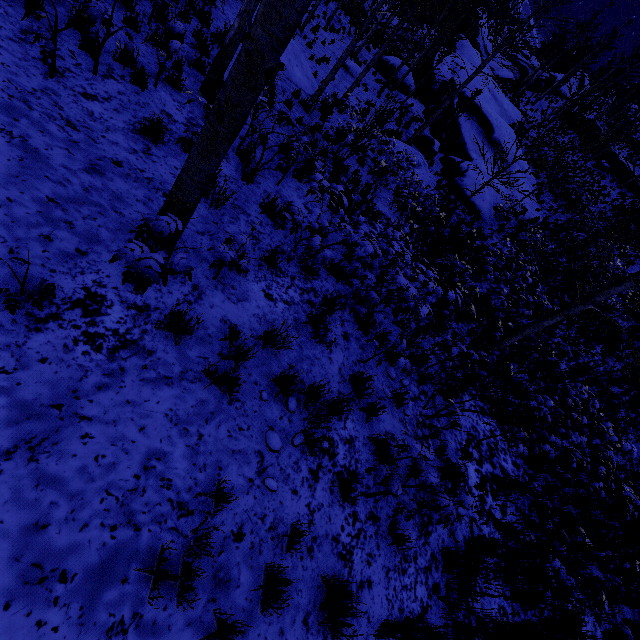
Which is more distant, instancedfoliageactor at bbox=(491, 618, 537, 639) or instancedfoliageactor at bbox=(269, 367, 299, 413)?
instancedfoliageactor at bbox=(491, 618, 537, 639)

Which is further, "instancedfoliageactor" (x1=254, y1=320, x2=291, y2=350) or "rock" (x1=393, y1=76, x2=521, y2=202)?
"rock" (x1=393, y1=76, x2=521, y2=202)

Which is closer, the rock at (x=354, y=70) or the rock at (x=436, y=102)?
the rock at (x=354, y=70)

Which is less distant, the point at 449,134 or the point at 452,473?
the point at 452,473

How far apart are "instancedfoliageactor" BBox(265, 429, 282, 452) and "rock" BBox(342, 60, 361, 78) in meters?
22.8

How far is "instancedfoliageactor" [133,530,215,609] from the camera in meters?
2.1

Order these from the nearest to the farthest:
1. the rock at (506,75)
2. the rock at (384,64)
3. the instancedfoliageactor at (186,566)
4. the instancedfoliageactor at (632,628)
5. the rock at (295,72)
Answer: the instancedfoliageactor at (186,566), the instancedfoliageactor at (632,628), the rock at (295,72), the rock at (384,64), the rock at (506,75)
